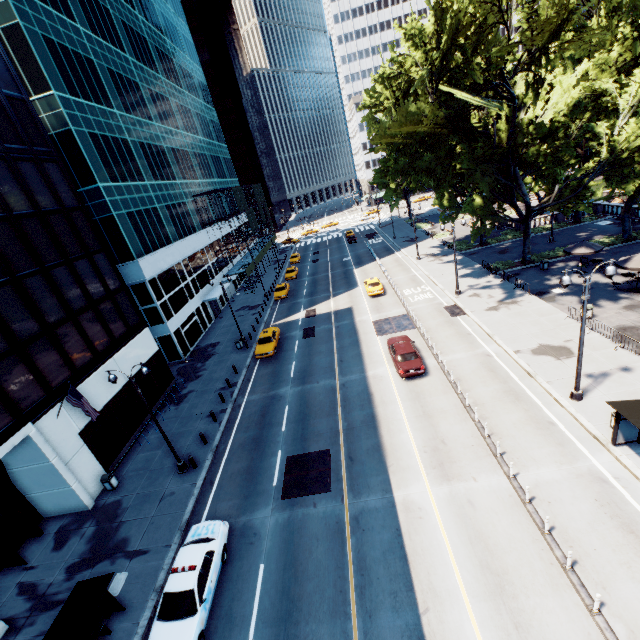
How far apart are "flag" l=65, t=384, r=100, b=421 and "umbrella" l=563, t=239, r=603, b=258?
38.1m

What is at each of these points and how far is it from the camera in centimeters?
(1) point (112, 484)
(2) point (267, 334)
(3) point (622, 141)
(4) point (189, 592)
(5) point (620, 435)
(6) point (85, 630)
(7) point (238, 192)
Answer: (1) garbage can, 1916cm
(2) vehicle, 3136cm
(3) tree, 2597cm
(4) vehicle, 1196cm
(5) bus stop, 1387cm
(6) bus stop, 1202cm
(7) scaffolding, 5409cm

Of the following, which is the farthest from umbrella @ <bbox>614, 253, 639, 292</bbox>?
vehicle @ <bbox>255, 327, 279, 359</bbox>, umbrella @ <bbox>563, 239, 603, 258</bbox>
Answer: vehicle @ <bbox>255, 327, 279, 359</bbox>

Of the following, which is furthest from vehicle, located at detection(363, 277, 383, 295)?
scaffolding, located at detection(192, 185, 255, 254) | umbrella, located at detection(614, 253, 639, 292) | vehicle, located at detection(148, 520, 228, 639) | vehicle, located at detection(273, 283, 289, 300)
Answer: vehicle, located at detection(148, 520, 228, 639)

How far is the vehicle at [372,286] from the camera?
36.44m

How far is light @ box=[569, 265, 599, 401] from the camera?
14.4 meters

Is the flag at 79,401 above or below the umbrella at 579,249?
above

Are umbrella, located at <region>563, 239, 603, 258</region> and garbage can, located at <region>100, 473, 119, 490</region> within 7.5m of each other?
no
